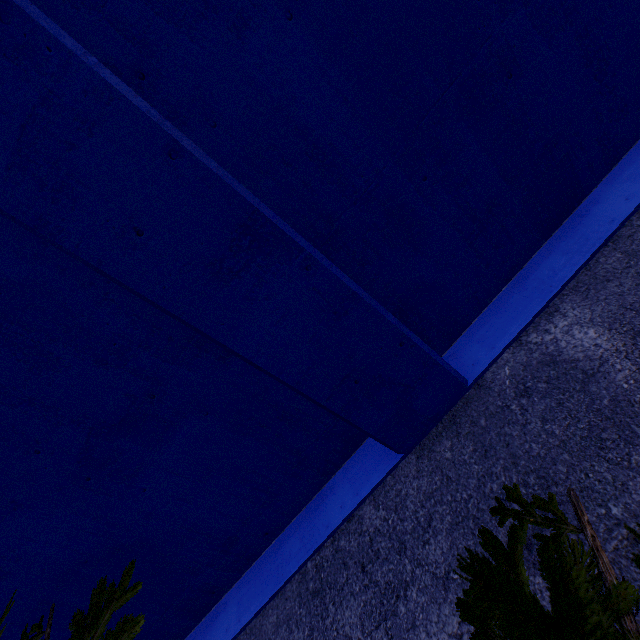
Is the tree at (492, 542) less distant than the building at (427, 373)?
Yes

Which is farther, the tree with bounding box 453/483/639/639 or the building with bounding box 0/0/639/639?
the building with bounding box 0/0/639/639

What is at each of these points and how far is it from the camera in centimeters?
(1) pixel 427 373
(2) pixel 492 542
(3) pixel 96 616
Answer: (1) building, 286cm
(2) tree, 171cm
(3) tree, 187cm

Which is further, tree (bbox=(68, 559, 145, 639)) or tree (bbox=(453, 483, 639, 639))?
tree (bbox=(68, 559, 145, 639))

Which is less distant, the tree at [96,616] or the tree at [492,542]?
the tree at [492,542]
